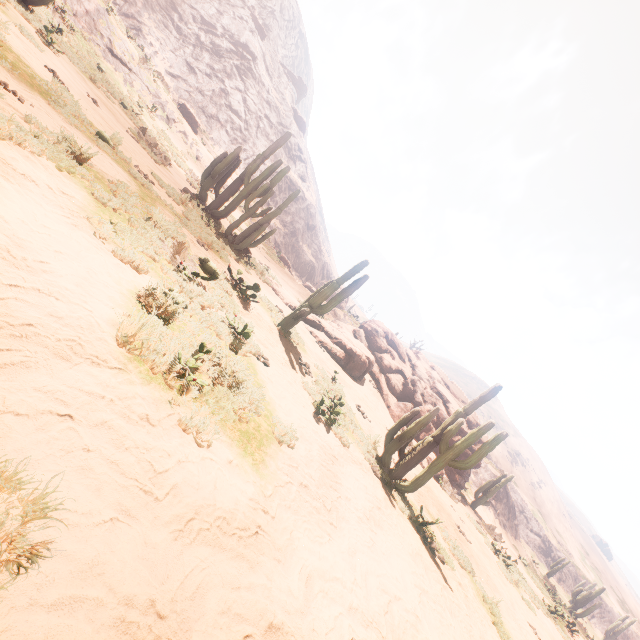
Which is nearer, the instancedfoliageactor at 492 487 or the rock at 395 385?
the rock at 395 385

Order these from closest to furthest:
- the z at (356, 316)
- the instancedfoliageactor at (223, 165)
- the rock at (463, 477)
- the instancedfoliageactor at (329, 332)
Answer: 1. the instancedfoliageactor at (329, 332)
2. the instancedfoliageactor at (223, 165)
3. the rock at (463, 477)
4. the z at (356, 316)

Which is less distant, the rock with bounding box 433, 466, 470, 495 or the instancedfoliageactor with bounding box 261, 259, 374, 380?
the instancedfoliageactor with bounding box 261, 259, 374, 380

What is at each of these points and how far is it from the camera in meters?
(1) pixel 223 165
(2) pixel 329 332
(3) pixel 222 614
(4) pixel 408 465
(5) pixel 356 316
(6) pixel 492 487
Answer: (1) instancedfoliageactor, 14.6 m
(2) instancedfoliageactor, 16.7 m
(3) z, 2.2 m
(4) instancedfoliageactor, 8.5 m
(5) z, 27.7 m
(6) instancedfoliageactor, 21.7 m

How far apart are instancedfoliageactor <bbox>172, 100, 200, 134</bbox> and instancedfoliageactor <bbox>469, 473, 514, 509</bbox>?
35.4m

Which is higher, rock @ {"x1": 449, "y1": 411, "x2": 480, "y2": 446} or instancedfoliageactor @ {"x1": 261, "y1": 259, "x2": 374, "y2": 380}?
rock @ {"x1": 449, "y1": 411, "x2": 480, "y2": 446}

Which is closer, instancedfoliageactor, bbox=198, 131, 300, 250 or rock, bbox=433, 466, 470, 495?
instancedfoliageactor, bbox=198, 131, 300, 250

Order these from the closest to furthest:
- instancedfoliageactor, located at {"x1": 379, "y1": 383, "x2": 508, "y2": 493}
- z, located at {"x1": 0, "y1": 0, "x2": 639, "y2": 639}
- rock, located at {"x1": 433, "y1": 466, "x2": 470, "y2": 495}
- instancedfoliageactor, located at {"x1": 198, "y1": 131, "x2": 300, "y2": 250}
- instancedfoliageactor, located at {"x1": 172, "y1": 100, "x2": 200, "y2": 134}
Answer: z, located at {"x1": 0, "y1": 0, "x2": 639, "y2": 639} < instancedfoliageactor, located at {"x1": 379, "y1": 383, "x2": 508, "y2": 493} < instancedfoliageactor, located at {"x1": 198, "y1": 131, "x2": 300, "y2": 250} < rock, located at {"x1": 433, "y1": 466, "x2": 470, "y2": 495} < instancedfoliageactor, located at {"x1": 172, "y1": 100, "x2": 200, "y2": 134}
